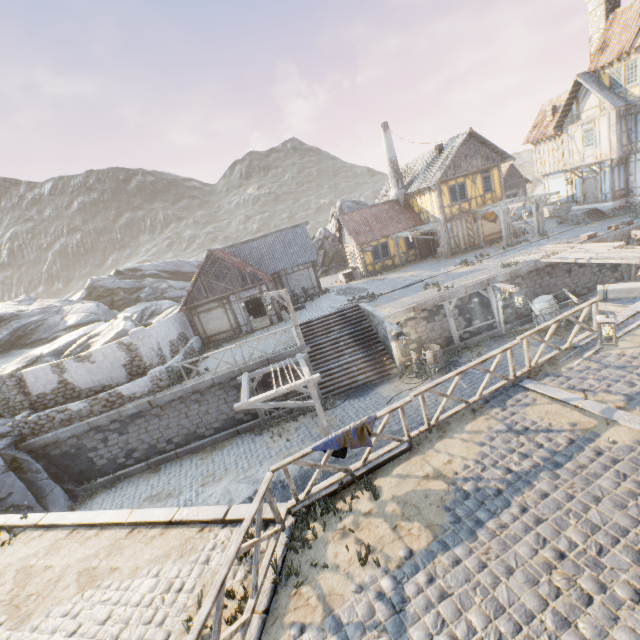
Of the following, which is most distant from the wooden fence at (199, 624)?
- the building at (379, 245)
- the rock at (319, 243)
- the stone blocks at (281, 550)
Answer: the building at (379, 245)

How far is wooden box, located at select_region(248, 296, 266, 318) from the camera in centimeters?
2553cm

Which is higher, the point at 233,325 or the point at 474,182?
the point at 474,182

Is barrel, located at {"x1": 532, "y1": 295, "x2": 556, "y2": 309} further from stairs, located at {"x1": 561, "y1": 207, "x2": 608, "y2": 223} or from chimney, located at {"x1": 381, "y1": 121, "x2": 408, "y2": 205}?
chimney, located at {"x1": 381, "y1": 121, "x2": 408, "y2": 205}

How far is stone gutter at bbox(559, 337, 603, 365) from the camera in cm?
877

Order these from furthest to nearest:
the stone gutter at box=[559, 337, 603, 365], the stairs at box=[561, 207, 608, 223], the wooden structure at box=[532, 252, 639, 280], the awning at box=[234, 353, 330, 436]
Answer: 1. the stairs at box=[561, 207, 608, 223]
2. the wooden structure at box=[532, 252, 639, 280]
3. the awning at box=[234, 353, 330, 436]
4. the stone gutter at box=[559, 337, 603, 365]

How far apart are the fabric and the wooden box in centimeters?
1951cm

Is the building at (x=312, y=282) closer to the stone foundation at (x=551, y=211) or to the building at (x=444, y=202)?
the building at (x=444, y=202)
